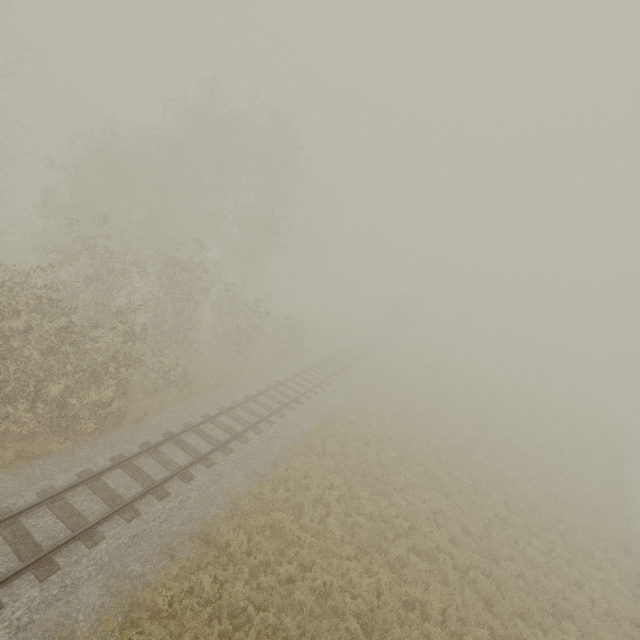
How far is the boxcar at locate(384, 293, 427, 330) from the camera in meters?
43.9

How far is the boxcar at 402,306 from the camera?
43.9m

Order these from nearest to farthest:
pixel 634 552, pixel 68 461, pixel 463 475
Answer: pixel 68 461, pixel 634 552, pixel 463 475
